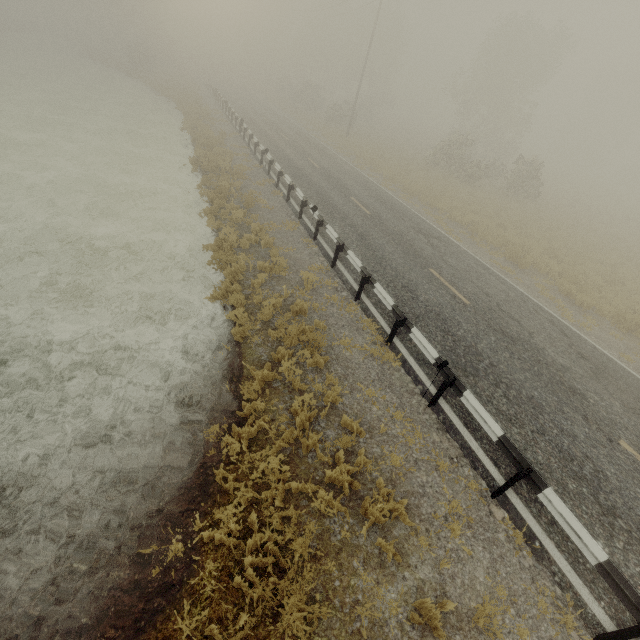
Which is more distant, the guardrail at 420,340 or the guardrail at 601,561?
the guardrail at 420,340

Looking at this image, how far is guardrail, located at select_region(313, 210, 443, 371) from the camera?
7.6m

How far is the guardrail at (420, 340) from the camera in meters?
7.6

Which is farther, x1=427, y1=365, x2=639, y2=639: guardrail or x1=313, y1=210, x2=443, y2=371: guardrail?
x1=313, y1=210, x2=443, y2=371: guardrail

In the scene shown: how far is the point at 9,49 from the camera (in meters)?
38.09
